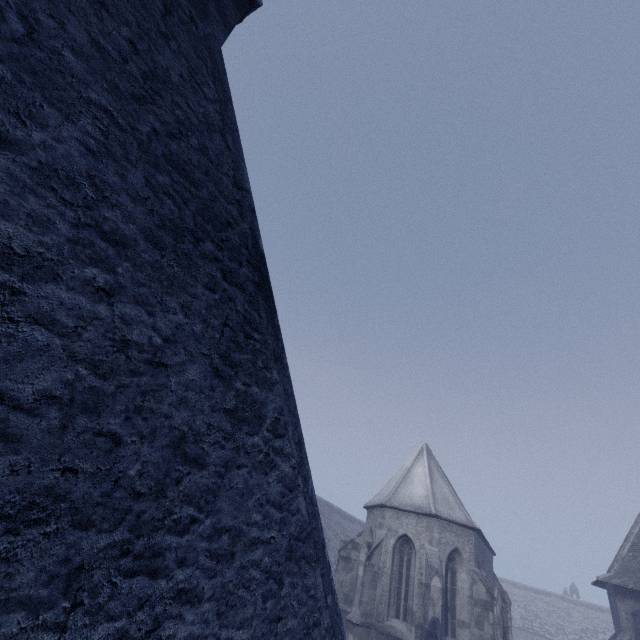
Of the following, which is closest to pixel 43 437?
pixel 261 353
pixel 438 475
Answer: pixel 261 353
